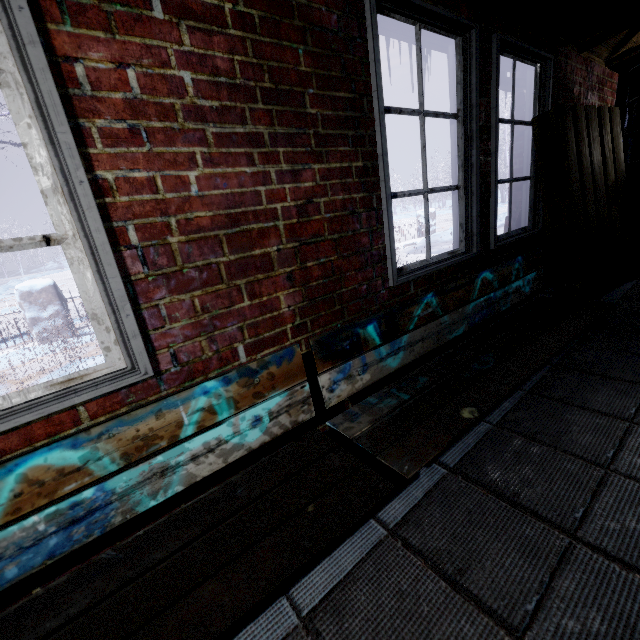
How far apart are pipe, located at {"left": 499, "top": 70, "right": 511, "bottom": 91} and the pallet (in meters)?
0.20

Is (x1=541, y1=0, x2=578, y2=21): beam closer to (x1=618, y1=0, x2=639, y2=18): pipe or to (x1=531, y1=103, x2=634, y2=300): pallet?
(x1=618, y1=0, x2=639, y2=18): pipe

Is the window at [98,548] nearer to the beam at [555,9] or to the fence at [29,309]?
the beam at [555,9]

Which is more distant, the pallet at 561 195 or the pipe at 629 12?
the pallet at 561 195

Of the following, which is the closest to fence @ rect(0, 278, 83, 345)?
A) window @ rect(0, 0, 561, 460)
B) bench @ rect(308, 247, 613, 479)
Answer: window @ rect(0, 0, 561, 460)

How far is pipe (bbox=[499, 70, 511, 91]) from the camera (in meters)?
2.75

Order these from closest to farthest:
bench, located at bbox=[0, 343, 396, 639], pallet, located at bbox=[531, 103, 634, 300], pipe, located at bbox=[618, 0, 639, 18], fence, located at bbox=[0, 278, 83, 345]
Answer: bench, located at bbox=[0, 343, 396, 639], pipe, located at bbox=[618, 0, 639, 18], pallet, located at bbox=[531, 103, 634, 300], fence, located at bbox=[0, 278, 83, 345]

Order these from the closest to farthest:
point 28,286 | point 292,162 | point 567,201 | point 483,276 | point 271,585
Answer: point 271,585
point 292,162
point 483,276
point 567,201
point 28,286
